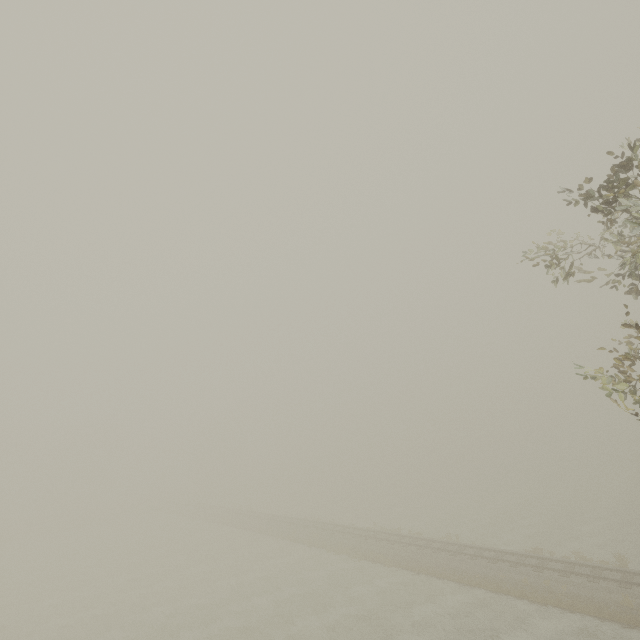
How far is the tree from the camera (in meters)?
54.47

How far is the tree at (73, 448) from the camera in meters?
54.5

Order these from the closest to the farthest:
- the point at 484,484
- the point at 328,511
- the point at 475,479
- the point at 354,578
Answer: the point at 354,578, the point at 328,511, the point at 484,484, the point at 475,479
